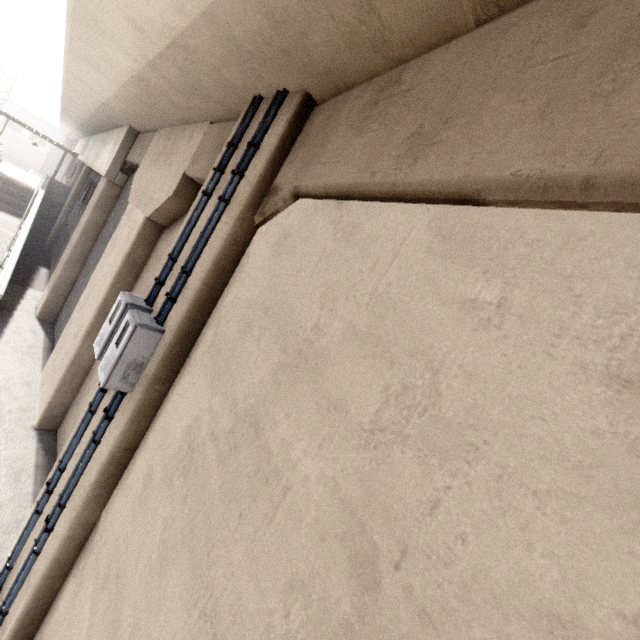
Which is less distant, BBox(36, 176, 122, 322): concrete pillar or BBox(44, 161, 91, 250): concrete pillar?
BBox(36, 176, 122, 322): concrete pillar

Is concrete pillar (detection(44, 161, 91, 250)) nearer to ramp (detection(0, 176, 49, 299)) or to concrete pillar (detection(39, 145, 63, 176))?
ramp (detection(0, 176, 49, 299))

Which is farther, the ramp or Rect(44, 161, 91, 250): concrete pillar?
Rect(44, 161, 91, 250): concrete pillar

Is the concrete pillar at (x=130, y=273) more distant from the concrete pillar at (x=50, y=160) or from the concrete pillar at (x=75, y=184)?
the concrete pillar at (x=50, y=160)

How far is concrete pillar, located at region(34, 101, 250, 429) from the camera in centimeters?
527cm

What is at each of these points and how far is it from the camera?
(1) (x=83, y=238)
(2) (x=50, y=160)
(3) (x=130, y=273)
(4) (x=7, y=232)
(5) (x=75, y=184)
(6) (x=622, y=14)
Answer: (1) concrete pillar, 10.58m
(2) concrete pillar, 51.78m
(3) concrete pillar, 6.59m
(4) ramp, 13.99m
(5) concrete pillar, 17.97m
(6) concrete pillar, 1.07m

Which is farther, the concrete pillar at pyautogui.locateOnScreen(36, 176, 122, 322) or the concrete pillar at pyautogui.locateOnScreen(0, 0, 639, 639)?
the concrete pillar at pyautogui.locateOnScreen(36, 176, 122, 322)

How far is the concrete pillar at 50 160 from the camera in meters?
51.4
